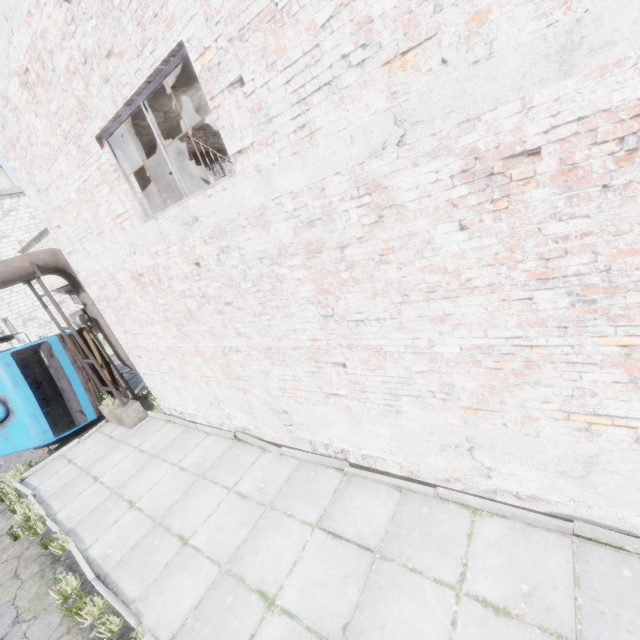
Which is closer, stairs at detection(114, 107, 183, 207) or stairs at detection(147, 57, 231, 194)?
stairs at detection(147, 57, 231, 194)

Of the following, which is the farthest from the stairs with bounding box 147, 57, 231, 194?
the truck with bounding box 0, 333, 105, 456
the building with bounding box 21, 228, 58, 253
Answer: the truck with bounding box 0, 333, 105, 456

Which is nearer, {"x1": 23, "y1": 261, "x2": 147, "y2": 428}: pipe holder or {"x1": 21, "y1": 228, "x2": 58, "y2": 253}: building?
{"x1": 23, "y1": 261, "x2": 147, "y2": 428}: pipe holder

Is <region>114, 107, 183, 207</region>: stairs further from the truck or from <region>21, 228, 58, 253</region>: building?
the truck

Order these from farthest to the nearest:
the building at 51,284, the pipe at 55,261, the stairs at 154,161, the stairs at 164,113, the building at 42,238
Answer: the building at 51,284
the building at 42,238
the pipe at 55,261
the stairs at 154,161
the stairs at 164,113

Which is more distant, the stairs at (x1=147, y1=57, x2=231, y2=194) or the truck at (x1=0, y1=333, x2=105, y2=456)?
the truck at (x1=0, y1=333, x2=105, y2=456)

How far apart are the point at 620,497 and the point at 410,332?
2.7 meters

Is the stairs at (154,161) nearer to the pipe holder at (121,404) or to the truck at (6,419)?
the pipe holder at (121,404)
